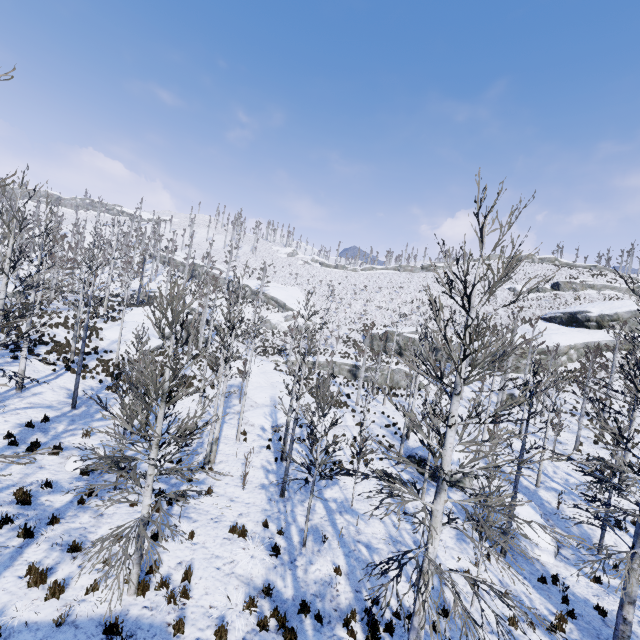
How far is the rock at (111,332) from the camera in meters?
26.5

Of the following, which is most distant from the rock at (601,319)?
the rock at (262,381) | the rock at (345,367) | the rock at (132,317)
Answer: the rock at (132,317)

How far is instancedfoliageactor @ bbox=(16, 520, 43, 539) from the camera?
7.8m

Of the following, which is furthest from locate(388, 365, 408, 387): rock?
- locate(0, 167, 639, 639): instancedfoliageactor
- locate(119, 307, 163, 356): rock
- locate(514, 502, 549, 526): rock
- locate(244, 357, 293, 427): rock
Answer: locate(514, 502, 549, 526): rock

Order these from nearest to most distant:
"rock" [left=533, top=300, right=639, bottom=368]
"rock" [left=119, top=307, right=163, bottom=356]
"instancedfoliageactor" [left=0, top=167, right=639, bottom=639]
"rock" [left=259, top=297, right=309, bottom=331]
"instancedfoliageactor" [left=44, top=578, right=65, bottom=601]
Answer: "instancedfoliageactor" [left=0, top=167, right=639, bottom=639], "instancedfoliageactor" [left=44, top=578, right=65, bottom=601], "rock" [left=119, top=307, right=163, bottom=356], "rock" [left=533, top=300, right=639, bottom=368], "rock" [left=259, top=297, right=309, bottom=331]

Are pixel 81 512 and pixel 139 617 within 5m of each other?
yes

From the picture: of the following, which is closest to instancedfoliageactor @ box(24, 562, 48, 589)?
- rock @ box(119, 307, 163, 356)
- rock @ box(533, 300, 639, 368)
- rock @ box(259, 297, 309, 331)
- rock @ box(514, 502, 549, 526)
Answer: rock @ box(119, 307, 163, 356)

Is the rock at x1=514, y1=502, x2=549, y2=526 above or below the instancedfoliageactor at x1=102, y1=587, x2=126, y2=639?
below
